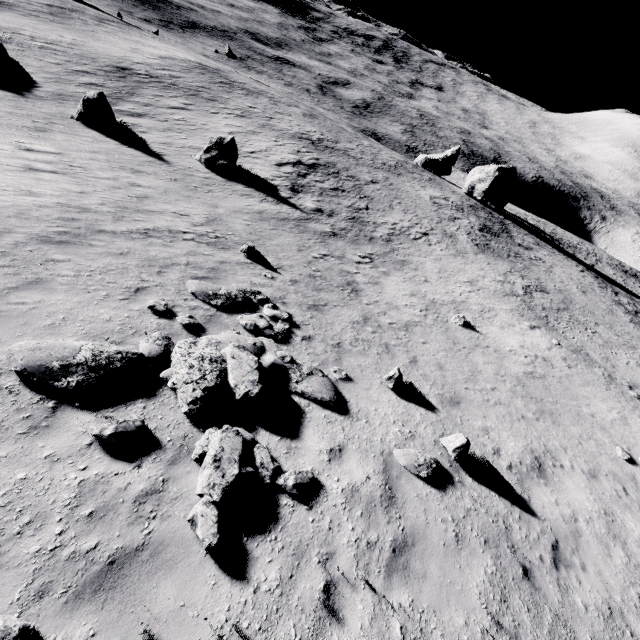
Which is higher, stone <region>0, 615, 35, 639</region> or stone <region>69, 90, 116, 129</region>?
stone <region>0, 615, 35, 639</region>

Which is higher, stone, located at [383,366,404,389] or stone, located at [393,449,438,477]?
stone, located at [393,449,438,477]

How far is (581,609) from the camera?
5.8m

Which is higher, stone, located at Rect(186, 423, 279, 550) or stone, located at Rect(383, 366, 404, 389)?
stone, located at Rect(186, 423, 279, 550)

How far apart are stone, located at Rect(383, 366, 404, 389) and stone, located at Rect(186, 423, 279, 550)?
4.64m

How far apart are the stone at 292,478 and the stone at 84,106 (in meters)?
26.33

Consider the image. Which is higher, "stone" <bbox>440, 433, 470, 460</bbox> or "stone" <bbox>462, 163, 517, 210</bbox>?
"stone" <bbox>440, 433, 470, 460</bbox>

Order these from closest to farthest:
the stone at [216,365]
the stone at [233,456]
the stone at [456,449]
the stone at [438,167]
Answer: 1. the stone at [233,456]
2. the stone at [216,365]
3. the stone at [456,449]
4. the stone at [438,167]
